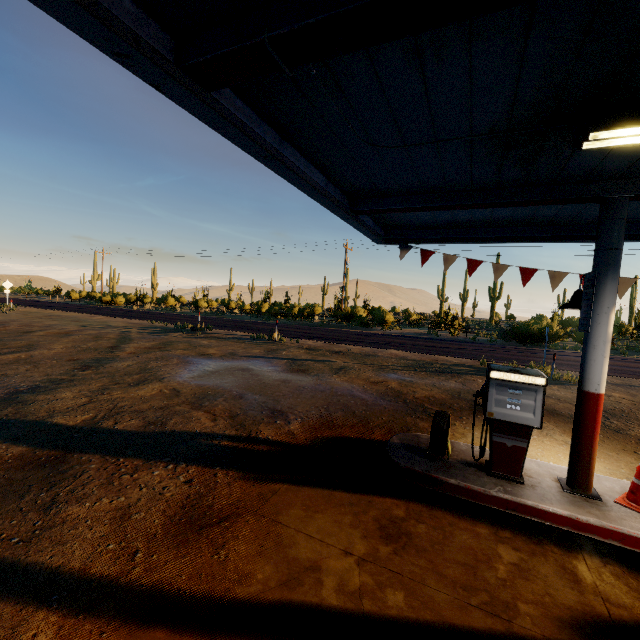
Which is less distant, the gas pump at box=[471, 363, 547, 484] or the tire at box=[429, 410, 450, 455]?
the gas pump at box=[471, 363, 547, 484]

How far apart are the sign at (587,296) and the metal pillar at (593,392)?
0.02m

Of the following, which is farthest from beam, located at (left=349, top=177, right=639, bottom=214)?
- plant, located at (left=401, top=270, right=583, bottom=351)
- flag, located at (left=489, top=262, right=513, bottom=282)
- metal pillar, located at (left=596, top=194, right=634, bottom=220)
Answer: plant, located at (left=401, top=270, right=583, bottom=351)

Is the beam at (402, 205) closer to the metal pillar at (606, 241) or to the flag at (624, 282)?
the metal pillar at (606, 241)

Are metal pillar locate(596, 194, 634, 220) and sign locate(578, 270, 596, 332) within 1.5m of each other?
yes

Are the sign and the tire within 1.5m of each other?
no

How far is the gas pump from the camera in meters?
4.3 m

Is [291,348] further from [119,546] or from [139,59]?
[139,59]
